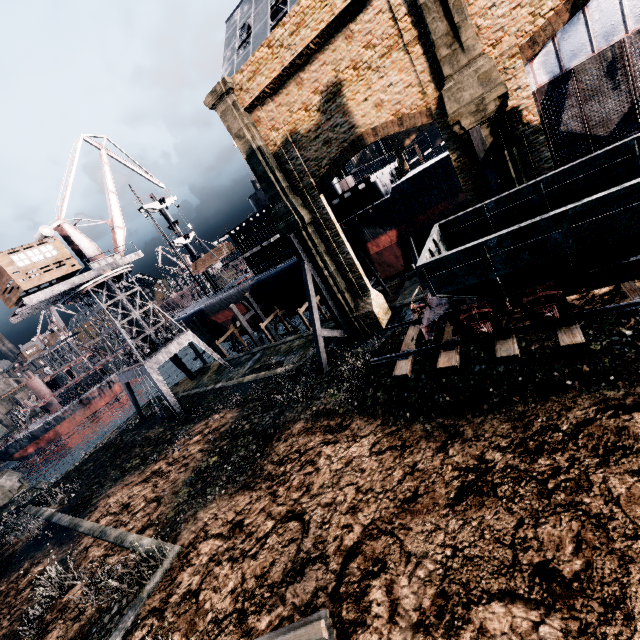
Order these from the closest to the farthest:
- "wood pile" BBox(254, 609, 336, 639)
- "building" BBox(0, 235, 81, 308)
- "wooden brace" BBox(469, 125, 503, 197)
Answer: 1. "wood pile" BBox(254, 609, 336, 639)
2. "wooden brace" BBox(469, 125, 503, 197)
3. "building" BBox(0, 235, 81, 308)

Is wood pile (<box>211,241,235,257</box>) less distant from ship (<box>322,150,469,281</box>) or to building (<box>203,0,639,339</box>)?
ship (<box>322,150,469,281</box>)

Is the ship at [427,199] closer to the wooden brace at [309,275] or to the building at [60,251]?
the wooden brace at [309,275]

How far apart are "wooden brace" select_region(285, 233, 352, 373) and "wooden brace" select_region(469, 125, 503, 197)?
11.69m

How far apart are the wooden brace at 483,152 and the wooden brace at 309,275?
11.69m

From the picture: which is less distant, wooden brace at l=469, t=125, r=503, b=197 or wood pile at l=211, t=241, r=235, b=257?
wooden brace at l=469, t=125, r=503, b=197

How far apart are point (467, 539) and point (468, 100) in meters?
17.4

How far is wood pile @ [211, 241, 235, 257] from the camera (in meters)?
39.28
